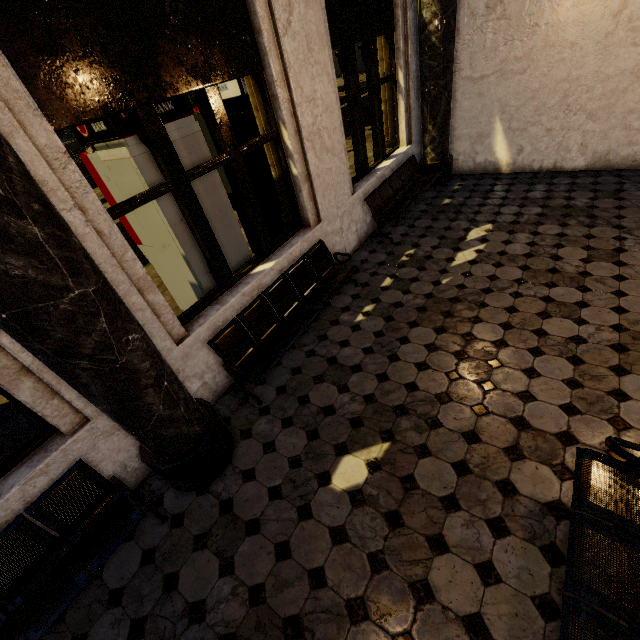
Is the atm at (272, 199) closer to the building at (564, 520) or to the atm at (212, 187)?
the building at (564, 520)

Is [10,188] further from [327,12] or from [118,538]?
[327,12]

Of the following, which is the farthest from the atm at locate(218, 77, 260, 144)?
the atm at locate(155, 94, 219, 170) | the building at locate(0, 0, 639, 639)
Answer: the atm at locate(155, 94, 219, 170)

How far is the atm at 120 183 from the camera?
3.38m

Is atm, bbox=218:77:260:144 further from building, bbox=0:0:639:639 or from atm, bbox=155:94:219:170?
atm, bbox=155:94:219:170

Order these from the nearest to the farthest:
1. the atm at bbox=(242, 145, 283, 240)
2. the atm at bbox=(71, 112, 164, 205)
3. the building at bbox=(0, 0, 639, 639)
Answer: the building at bbox=(0, 0, 639, 639), the atm at bbox=(71, 112, 164, 205), the atm at bbox=(242, 145, 283, 240)
